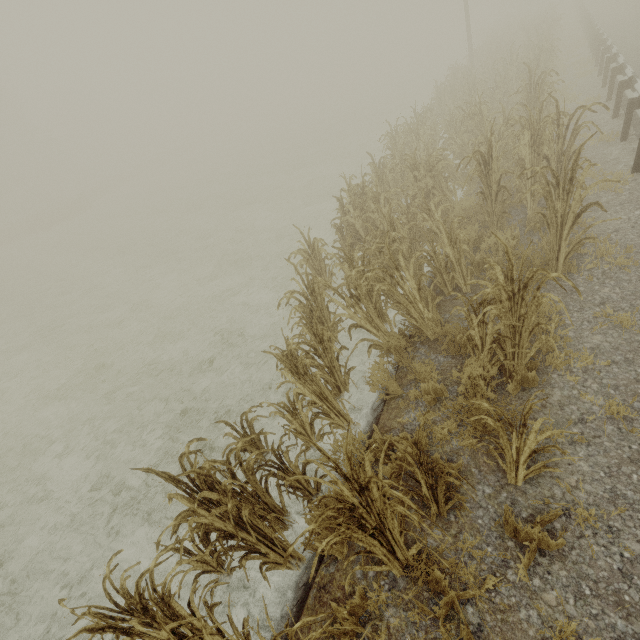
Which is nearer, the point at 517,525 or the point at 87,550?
the point at 517,525

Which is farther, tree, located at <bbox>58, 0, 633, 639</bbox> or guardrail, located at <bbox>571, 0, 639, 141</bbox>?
guardrail, located at <bbox>571, 0, 639, 141</bbox>

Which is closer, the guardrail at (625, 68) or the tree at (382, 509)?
the tree at (382, 509)
